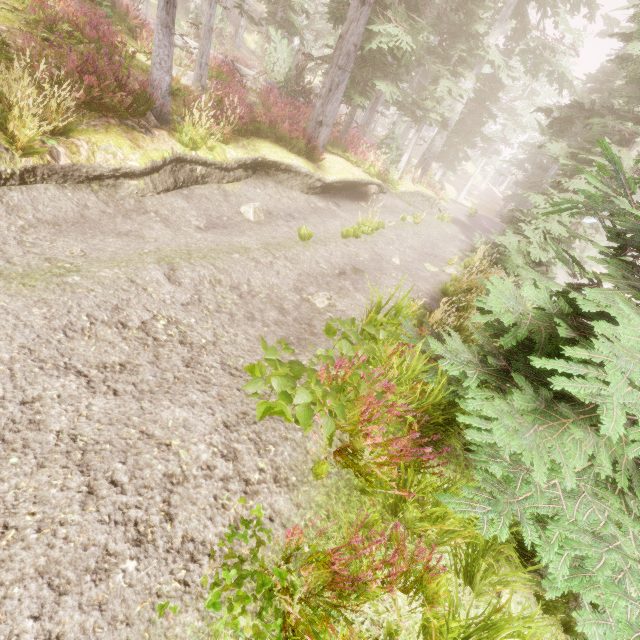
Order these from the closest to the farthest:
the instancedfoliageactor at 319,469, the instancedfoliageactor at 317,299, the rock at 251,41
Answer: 1. the instancedfoliageactor at 319,469
2. the instancedfoliageactor at 317,299
3. the rock at 251,41

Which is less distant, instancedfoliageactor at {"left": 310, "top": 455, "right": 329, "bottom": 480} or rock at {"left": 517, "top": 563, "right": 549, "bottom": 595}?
instancedfoliageactor at {"left": 310, "top": 455, "right": 329, "bottom": 480}

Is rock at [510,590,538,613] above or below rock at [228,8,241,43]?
below

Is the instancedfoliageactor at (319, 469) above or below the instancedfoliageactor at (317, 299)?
above

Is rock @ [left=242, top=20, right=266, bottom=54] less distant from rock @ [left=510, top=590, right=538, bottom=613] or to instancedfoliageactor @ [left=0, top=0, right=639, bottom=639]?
instancedfoliageactor @ [left=0, top=0, right=639, bottom=639]

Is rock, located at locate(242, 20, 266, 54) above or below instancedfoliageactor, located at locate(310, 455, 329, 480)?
above

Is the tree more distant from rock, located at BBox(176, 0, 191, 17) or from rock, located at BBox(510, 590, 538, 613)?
rock, located at BBox(176, 0, 191, 17)

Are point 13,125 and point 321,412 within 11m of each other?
yes
